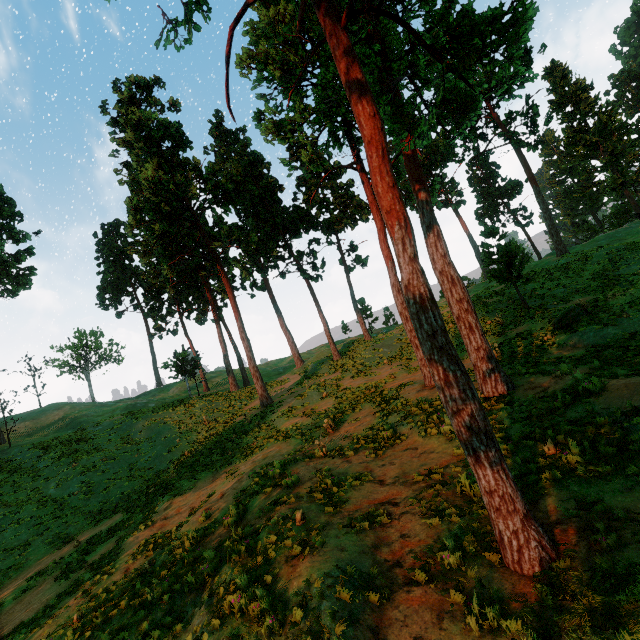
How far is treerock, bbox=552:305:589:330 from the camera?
15.3m

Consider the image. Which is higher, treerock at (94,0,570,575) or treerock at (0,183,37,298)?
treerock at (0,183,37,298)

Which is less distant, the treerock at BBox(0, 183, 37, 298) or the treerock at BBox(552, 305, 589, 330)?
the treerock at BBox(552, 305, 589, 330)

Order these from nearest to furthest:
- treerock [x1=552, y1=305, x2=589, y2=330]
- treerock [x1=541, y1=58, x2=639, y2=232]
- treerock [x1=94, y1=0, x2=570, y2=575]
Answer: treerock [x1=94, y1=0, x2=570, y2=575] → treerock [x1=552, y1=305, x2=589, y2=330] → treerock [x1=541, y1=58, x2=639, y2=232]

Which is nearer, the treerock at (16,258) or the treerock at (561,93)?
the treerock at (16,258)

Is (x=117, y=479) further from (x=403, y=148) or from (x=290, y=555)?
(x=403, y=148)
